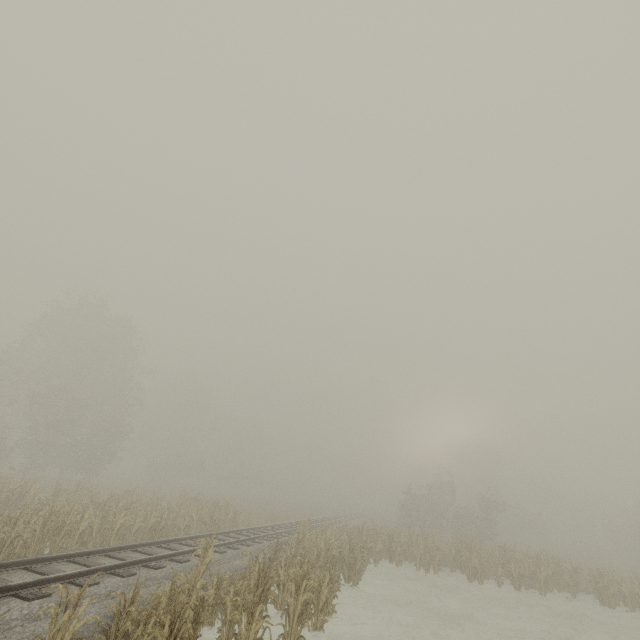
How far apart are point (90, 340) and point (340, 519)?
31.7m
